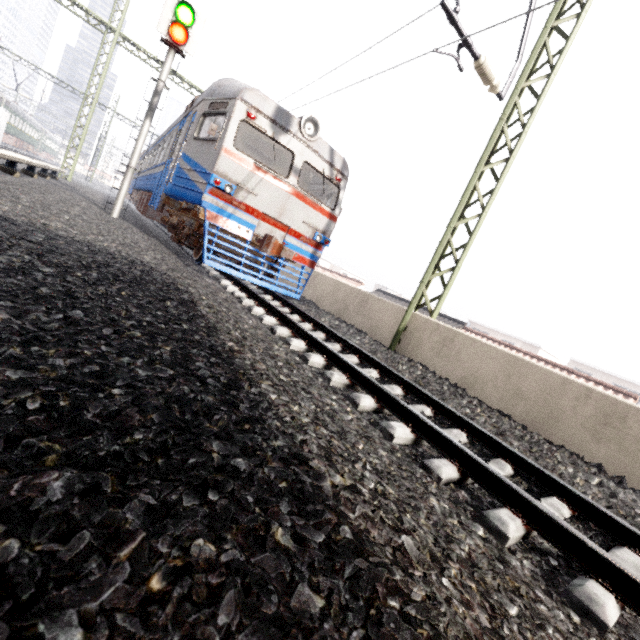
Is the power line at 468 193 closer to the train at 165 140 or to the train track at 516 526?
the train track at 516 526

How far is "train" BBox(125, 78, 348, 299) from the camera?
6.95m

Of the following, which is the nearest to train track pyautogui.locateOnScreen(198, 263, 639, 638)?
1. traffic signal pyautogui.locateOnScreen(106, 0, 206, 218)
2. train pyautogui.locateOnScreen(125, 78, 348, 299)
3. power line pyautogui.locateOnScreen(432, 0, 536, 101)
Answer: train pyautogui.locateOnScreen(125, 78, 348, 299)

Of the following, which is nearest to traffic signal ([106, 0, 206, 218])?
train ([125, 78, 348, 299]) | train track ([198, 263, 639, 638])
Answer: train ([125, 78, 348, 299])

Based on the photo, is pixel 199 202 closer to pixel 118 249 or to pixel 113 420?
pixel 118 249

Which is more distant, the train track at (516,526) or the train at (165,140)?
the train at (165,140)

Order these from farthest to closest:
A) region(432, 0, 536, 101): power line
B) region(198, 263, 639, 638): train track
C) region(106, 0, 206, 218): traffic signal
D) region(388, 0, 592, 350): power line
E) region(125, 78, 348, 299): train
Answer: region(106, 0, 206, 218): traffic signal < region(125, 78, 348, 299): train < region(388, 0, 592, 350): power line < region(432, 0, 536, 101): power line < region(198, 263, 639, 638): train track

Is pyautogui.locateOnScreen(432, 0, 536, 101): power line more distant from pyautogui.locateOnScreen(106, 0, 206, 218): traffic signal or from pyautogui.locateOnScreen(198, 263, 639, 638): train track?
pyautogui.locateOnScreen(106, 0, 206, 218): traffic signal
